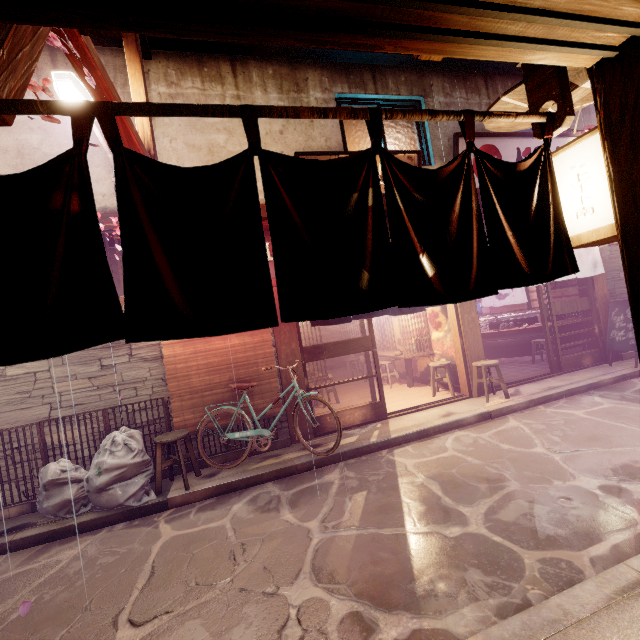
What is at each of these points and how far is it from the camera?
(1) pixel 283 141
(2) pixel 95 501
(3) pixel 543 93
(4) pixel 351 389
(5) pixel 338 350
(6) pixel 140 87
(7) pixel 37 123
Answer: (1) house, 11.3 meters
(2) trash, 7.8 meters
(3) wood base, 2.4 meters
(4) building, 17.2 meters
(5) door, 11.2 meters
(6) wire stand, 8.0 meters
(7) house, 9.4 meters

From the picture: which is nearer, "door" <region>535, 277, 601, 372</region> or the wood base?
the wood base

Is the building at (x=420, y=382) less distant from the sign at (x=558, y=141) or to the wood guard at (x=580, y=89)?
the sign at (x=558, y=141)

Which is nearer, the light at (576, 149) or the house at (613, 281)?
the light at (576, 149)

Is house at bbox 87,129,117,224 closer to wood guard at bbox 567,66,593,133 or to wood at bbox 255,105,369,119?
wood guard at bbox 567,66,593,133

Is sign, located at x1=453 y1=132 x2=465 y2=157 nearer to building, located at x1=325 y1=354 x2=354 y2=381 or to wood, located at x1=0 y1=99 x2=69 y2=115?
building, located at x1=325 y1=354 x2=354 y2=381

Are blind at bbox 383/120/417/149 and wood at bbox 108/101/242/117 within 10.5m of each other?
no

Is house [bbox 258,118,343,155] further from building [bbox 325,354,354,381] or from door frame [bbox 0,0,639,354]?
door frame [bbox 0,0,639,354]
